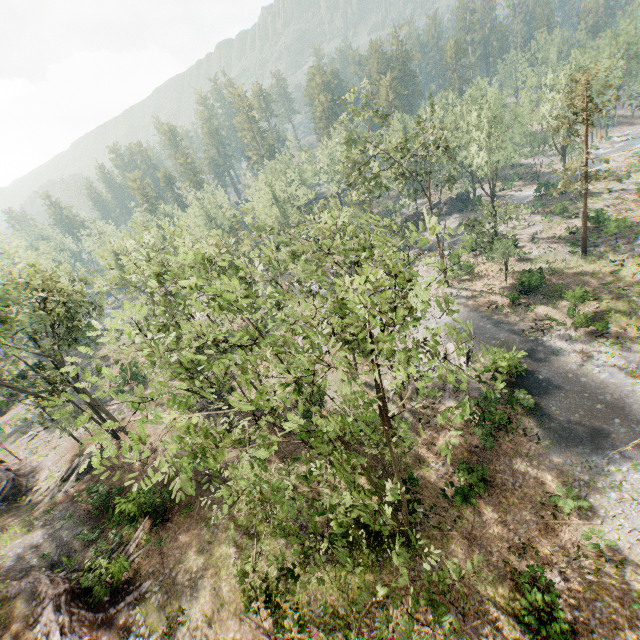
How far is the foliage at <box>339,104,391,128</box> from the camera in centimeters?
2849cm

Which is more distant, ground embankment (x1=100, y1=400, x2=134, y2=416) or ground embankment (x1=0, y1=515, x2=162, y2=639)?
ground embankment (x1=100, y1=400, x2=134, y2=416)

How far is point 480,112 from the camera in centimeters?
4119cm

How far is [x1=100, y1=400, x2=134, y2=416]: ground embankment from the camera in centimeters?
3550cm

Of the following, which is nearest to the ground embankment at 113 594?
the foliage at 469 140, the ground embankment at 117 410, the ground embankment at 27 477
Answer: the foliage at 469 140

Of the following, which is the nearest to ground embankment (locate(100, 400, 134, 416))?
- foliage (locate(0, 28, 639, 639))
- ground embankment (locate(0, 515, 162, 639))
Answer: foliage (locate(0, 28, 639, 639))

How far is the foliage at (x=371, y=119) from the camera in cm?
2849

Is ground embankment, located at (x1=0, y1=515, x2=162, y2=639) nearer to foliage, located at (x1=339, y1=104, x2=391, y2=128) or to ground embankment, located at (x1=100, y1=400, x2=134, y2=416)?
foliage, located at (x1=339, y1=104, x2=391, y2=128)
